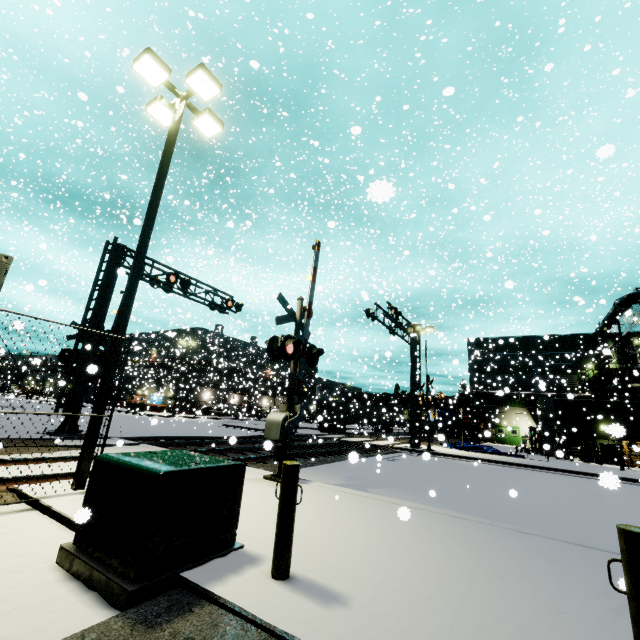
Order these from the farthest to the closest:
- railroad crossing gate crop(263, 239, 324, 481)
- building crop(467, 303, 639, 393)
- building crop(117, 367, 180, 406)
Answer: building crop(117, 367, 180, 406) → building crop(467, 303, 639, 393) → railroad crossing gate crop(263, 239, 324, 481)

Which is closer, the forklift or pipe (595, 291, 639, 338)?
the forklift

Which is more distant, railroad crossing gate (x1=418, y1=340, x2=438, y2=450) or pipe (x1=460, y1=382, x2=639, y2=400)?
pipe (x1=460, y1=382, x2=639, y2=400)

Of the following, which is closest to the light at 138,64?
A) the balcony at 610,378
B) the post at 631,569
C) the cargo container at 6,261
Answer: the cargo container at 6,261

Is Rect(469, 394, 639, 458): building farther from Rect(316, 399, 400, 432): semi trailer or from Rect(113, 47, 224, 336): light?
Rect(113, 47, 224, 336): light

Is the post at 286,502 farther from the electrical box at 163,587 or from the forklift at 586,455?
the forklift at 586,455

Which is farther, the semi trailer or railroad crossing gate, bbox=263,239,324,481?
the semi trailer

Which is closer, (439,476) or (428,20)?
(428,20)
